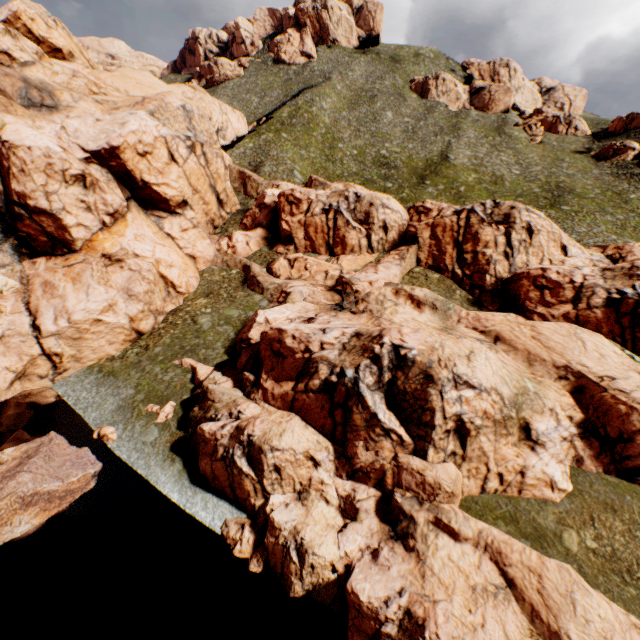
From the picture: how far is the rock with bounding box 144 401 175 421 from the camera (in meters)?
23.54

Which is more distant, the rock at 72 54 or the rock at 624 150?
the rock at 624 150

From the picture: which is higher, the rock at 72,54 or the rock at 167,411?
the rock at 72,54

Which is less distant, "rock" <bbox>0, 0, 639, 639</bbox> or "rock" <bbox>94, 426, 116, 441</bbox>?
"rock" <bbox>0, 0, 639, 639</bbox>

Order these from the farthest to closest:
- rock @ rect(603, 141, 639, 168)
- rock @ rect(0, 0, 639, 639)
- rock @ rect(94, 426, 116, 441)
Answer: rock @ rect(603, 141, 639, 168)
rock @ rect(94, 426, 116, 441)
rock @ rect(0, 0, 639, 639)

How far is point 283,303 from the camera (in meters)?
32.53
